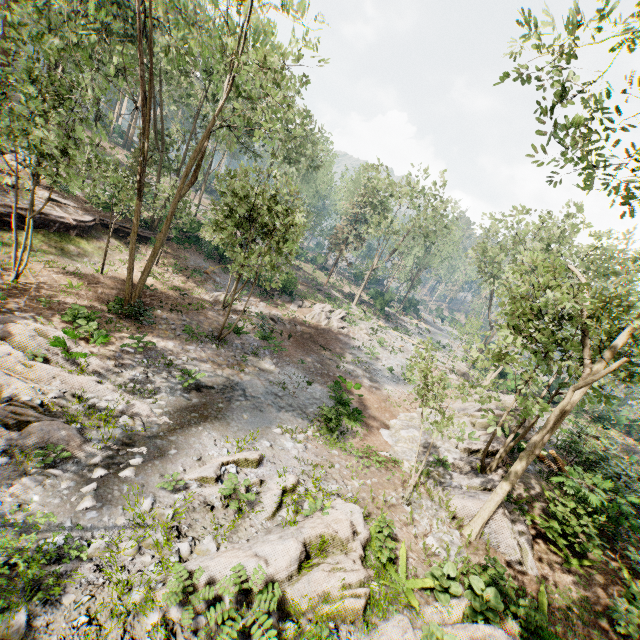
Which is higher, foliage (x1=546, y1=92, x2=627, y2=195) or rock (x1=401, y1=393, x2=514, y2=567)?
foliage (x1=546, y1=92, x2=627, y2=195)

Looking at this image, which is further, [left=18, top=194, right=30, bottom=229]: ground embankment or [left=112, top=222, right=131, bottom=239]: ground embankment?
[left=112, top=222, right=131, bottom=239]: ground embankment

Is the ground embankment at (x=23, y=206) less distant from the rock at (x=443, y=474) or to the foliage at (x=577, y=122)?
the foliage at (x=577, y=122)

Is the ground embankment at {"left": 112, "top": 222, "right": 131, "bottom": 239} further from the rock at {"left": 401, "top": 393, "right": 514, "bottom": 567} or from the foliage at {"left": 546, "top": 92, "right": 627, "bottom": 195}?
the rock at {"left": 401, "top": 393, "right": 514, "bottom": 567}

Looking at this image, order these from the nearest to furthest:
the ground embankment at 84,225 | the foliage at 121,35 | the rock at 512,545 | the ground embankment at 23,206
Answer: the rock at 512,545
the foliage at 121,35
the ground embankment at 23,206
the ground embankment at 84,225

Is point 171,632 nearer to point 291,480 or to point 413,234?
point 291,480
